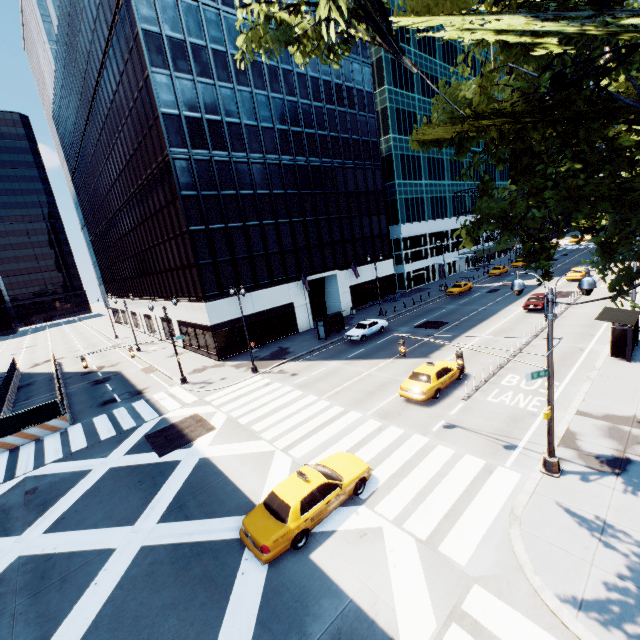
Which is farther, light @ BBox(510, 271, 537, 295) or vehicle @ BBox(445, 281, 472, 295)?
vehicle @ BBox(445, 281, 472, 295)

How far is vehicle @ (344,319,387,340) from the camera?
31.3m

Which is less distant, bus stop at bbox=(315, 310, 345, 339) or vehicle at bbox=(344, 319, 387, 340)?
vehicle at bbox=(344, 319, 387, 340)

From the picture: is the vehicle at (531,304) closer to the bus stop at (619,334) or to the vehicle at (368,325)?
the bus stop at (619,334)

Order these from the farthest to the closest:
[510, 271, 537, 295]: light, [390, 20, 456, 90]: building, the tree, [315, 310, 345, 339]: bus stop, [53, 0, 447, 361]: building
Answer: [390, 20, 456, 90]: building → [315, 310, 345, 339]: bus stop → [53, 0, 447, 361]: building → [510, 271, 537, 295]: light → the tree

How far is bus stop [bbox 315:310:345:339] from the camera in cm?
3297

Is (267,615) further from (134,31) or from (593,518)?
(134,31)

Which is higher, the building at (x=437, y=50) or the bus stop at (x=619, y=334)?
the building at (x=437, y=50)
